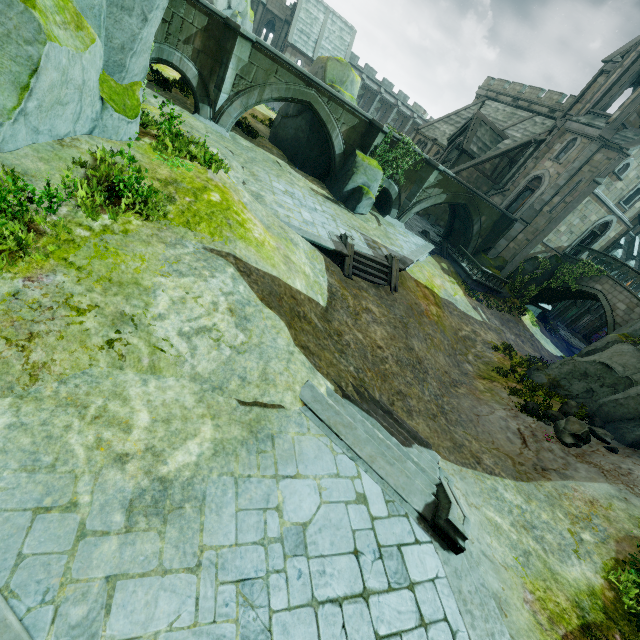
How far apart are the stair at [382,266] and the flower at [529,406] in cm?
794

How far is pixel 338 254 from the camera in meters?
14.9

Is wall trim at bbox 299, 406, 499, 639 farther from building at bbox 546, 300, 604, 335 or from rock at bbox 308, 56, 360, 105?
rock at bbox 308, 56, 360, 105

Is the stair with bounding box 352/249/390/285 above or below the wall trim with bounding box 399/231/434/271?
below

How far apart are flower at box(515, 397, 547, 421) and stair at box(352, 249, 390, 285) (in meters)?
7.94

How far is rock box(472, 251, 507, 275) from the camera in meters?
28.0

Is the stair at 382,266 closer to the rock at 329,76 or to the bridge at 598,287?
the rock at 329,76

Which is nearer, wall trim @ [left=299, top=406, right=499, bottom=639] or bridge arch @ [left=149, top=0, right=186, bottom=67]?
wall trim @ [left=299, top=406, right=499, bottom=639]
